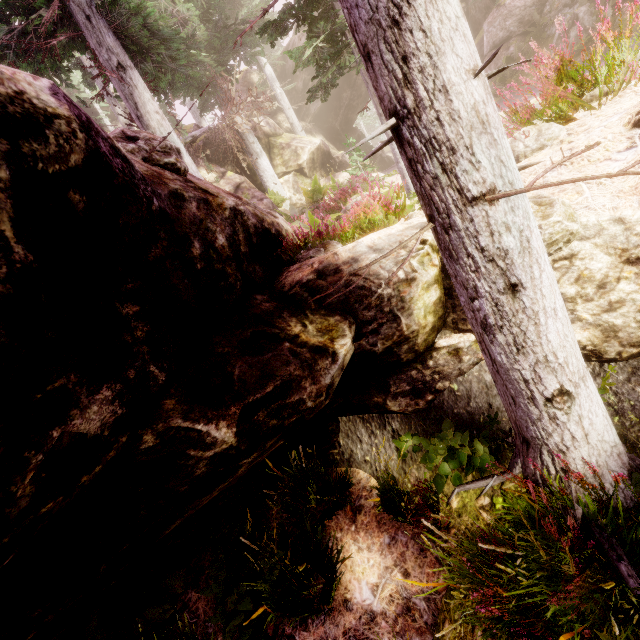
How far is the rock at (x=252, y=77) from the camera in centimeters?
2711cm

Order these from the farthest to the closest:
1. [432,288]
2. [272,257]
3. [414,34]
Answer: [272,257] → [432,288] → [414,34]

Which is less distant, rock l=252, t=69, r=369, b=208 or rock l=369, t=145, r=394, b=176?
rock l=252, t=69, r=369, b=208

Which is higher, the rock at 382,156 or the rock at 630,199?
the rock at 382,156
